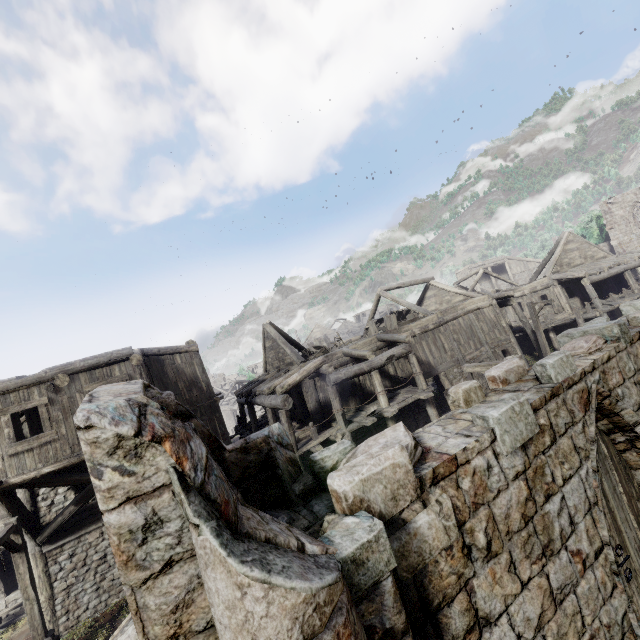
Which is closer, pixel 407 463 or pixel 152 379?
pixel 407 463

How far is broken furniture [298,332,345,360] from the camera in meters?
18.1 m

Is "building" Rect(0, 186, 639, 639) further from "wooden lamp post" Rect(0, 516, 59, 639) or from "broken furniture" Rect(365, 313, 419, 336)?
"wooden lamp post" Rect(0, 516, 59, 639)

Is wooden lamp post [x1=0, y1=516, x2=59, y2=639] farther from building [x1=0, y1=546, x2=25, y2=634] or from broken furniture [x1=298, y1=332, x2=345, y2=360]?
broken furniture [x1=298, y1=332, x2=345, y2=360]

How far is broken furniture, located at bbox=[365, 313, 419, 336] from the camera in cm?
1856

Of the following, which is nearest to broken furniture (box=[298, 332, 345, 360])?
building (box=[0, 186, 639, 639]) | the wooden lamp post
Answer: building (box=[0, 186, 639, 639])

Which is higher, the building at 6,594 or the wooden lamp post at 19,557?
the wooden lamp post at 19,557

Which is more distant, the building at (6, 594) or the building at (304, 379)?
the building at (6, 594)
